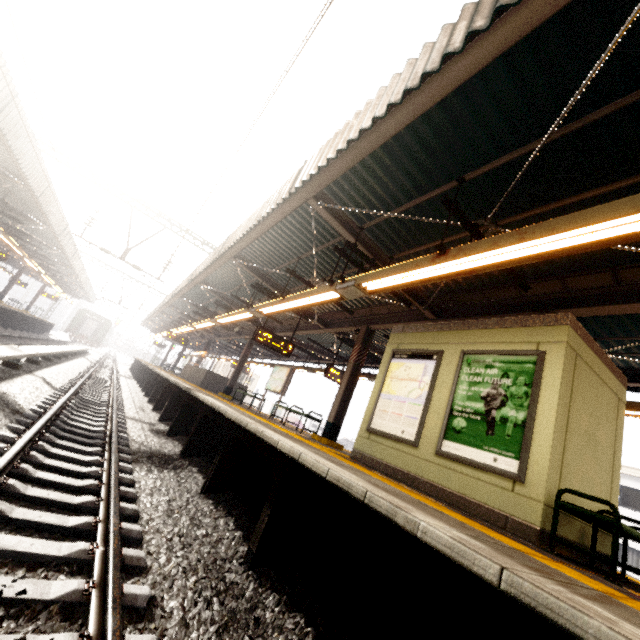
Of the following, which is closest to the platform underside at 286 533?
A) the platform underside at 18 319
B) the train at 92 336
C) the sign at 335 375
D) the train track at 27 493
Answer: the train track at 27 493

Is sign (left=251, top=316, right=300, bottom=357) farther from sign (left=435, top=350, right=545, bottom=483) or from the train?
Answer: the train

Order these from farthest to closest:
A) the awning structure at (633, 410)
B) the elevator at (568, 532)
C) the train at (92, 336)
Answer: the train at (92, 336) → the awning structure at (633, 410) → the elevator at (568, 532)

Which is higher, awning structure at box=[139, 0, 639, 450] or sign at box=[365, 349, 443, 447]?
awning structure at box=[139, 0, 639, 450]

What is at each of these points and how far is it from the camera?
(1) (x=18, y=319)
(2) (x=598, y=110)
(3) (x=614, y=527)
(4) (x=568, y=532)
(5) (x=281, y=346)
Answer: (1) platform underside, 21.8 meters
(2) awning structure, 3.3 meters
(3) bench, 3.2 meters
(4) elevator, 4.0 meters
(5) sign, 11.2 meters

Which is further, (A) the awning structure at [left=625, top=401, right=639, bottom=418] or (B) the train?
(B) the train

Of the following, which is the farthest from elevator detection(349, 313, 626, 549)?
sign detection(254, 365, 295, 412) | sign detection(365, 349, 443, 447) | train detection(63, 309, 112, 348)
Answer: train detection(63, 309, 112, 348)

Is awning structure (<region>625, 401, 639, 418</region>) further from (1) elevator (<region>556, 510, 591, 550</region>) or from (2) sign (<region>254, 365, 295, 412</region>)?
(1) elevator (<region>556, 510, 591, 550</region>)
